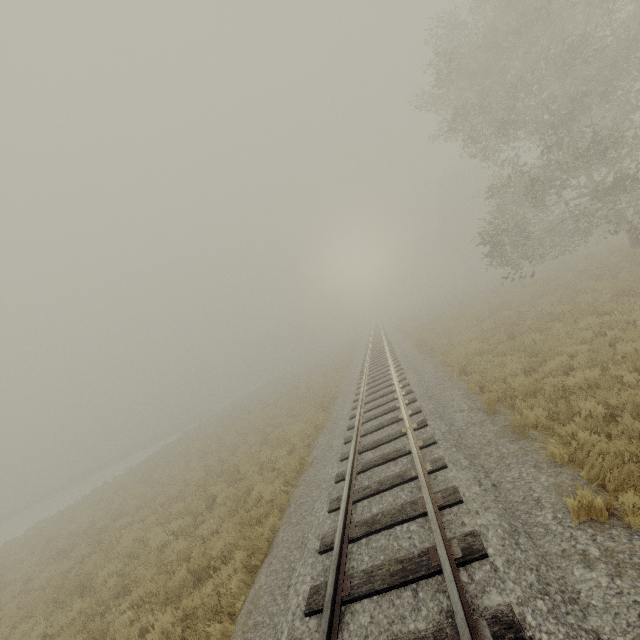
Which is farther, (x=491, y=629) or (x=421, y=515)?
(x=421, y=515)
